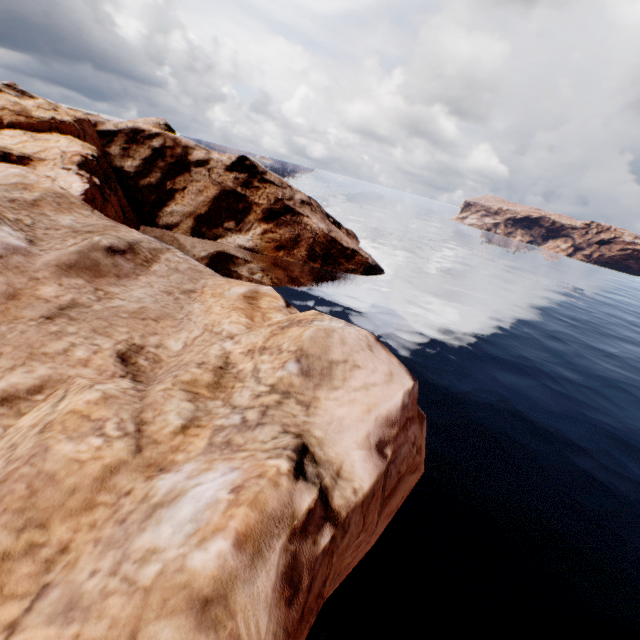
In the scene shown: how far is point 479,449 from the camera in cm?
1678
